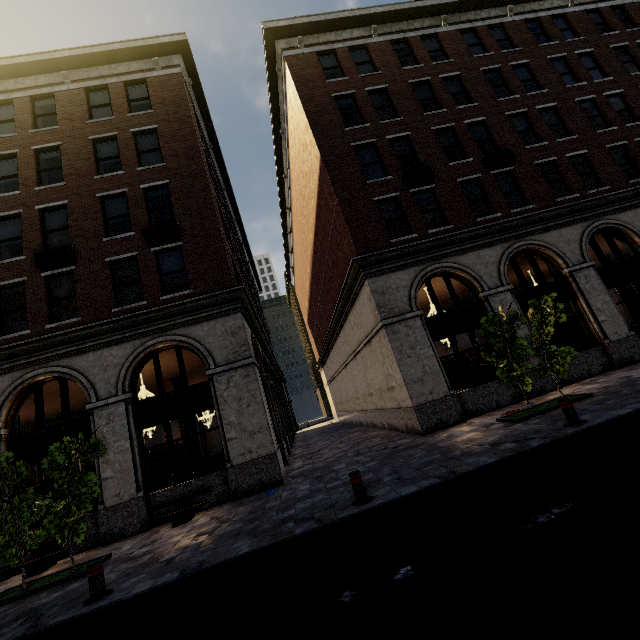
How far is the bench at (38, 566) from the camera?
8.8 meters

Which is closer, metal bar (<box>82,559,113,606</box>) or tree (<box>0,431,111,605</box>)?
metal bar (<box>82,559,113,606</box>)

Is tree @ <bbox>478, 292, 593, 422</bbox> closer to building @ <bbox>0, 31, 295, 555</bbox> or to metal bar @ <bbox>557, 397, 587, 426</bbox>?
metal bar @ <bbox>557, 397, 587, 426</bbox>

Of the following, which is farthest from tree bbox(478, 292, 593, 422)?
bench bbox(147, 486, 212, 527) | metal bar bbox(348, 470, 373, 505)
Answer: bench bbox(147, 486, 212, 527)

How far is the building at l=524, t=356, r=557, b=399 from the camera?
11.8 meters

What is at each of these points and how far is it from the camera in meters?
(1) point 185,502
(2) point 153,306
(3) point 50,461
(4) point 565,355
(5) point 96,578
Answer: (1) bench, 9.8
(2) building, 11.9
(3) tree, 7.9
(4) tree, 9.4
(5) metal bar, 5.7

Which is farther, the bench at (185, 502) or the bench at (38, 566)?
the bench at (185, 502)

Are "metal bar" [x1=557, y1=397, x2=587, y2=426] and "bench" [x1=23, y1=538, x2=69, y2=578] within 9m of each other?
no
